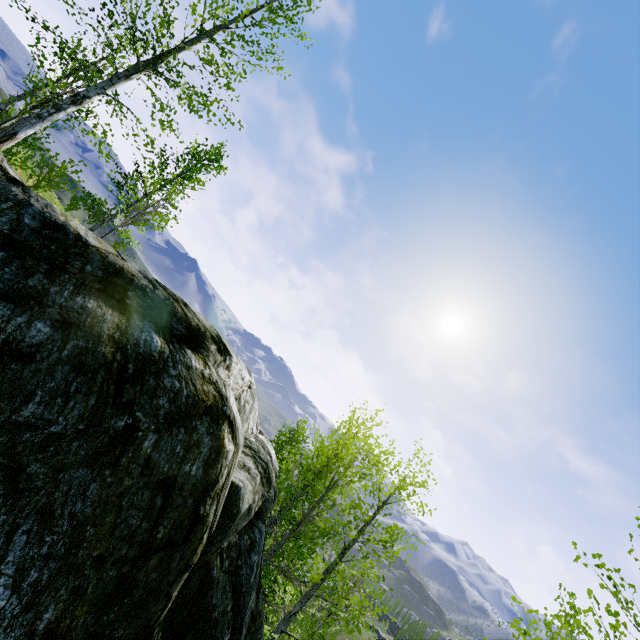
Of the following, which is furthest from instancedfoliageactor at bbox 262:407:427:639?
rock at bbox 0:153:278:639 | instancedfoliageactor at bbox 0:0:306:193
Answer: instancedfoliageactor at bbox 0:0:306:193

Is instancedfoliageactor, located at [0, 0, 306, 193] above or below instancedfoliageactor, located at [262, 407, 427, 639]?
above

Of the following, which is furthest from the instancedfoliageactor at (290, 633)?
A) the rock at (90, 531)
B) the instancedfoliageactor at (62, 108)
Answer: the instancedfoliageactor at (62, 108)

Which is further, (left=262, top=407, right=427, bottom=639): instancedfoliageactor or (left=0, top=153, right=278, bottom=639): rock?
(left=262, top=407, right=427, bottom=639): instancedfoliageactor

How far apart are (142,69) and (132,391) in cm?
903

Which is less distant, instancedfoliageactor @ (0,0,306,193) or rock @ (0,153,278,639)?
rock @ (0,153,278,639)
